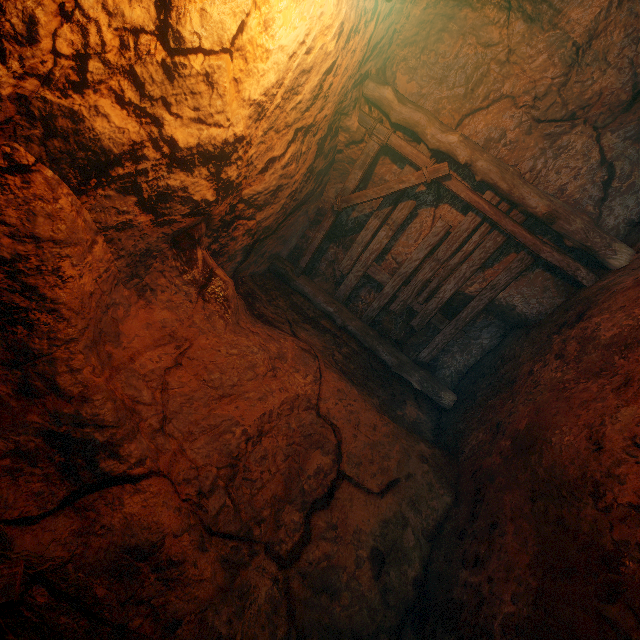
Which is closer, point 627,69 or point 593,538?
point 593,538
